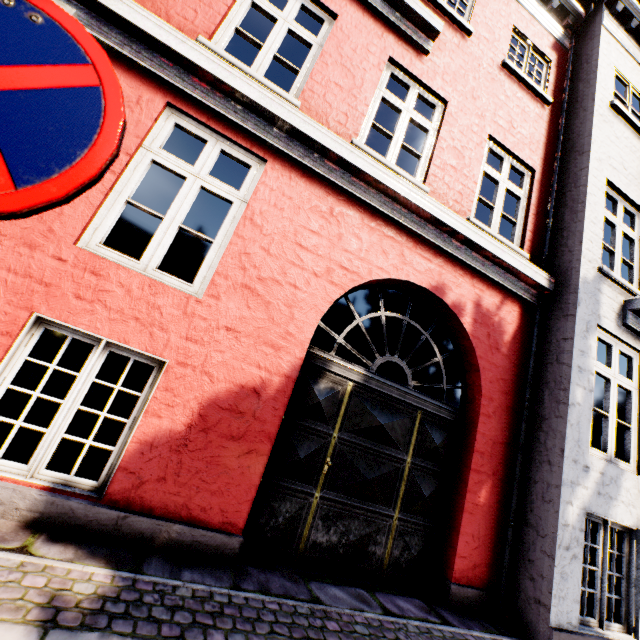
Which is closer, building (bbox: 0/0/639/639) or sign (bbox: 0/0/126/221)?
sign (bbox: 0/0/126/221)

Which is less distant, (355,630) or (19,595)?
(19,595)

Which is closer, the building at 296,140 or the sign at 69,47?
the sign at 69,47
